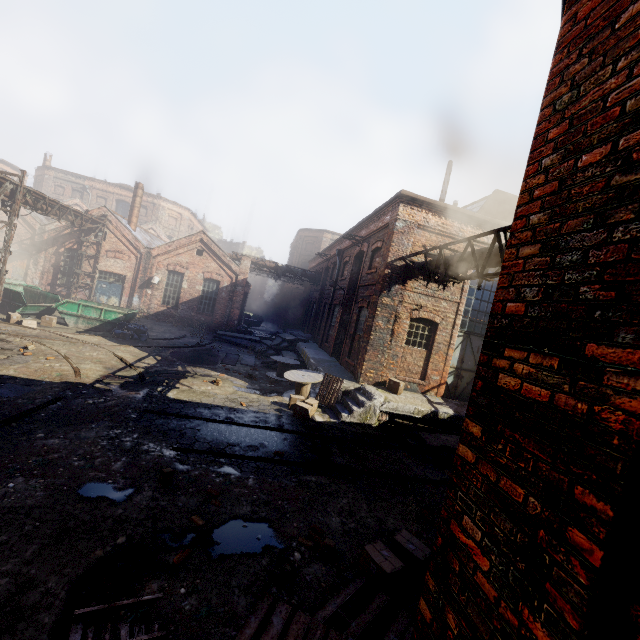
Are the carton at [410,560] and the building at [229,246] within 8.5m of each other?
no

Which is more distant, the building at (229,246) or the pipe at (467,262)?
the building at (229,246)

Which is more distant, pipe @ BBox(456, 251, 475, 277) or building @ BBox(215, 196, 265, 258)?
building @ BBox(215, 196, 265, 258)

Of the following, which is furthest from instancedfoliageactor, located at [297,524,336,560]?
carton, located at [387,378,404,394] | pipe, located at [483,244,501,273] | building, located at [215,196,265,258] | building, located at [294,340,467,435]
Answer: building, located at [215,196,265,258]

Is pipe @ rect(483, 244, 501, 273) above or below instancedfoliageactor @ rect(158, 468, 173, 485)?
above

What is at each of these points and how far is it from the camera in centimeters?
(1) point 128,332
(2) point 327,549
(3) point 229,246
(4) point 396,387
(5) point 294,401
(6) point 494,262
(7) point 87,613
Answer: (1) trash bag, 1662cm
(2) instancedfoliageactor, 494cm
(3) building, 5647cm
(4) carton, 1223cm
(5) carton, 1141cm
(6) pipe, 778cm
(7) pallet, 342cm

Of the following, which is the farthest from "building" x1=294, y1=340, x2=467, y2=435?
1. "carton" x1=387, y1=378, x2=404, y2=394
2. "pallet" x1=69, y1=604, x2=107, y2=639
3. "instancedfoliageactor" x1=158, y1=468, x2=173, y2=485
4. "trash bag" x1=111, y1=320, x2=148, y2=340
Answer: "trash bag" x1=111, y1=320, x2=148, y2=340

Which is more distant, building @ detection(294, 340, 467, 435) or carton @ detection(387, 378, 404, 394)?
carton @ detection(387, 378, 404, 394)
